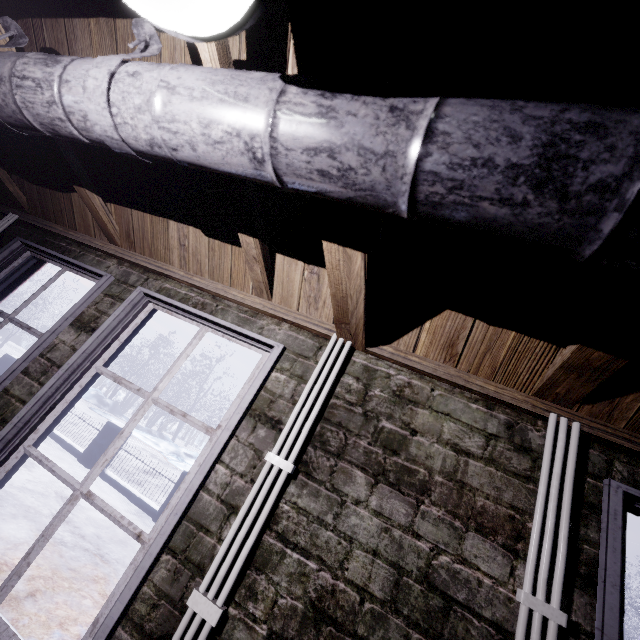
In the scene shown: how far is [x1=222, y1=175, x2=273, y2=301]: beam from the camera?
1.1 meters

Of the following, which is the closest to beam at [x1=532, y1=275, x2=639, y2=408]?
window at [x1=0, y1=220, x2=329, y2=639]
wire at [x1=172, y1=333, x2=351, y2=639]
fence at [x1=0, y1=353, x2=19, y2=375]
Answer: window at [x1=0, y1=220, x2=329, y2=639]

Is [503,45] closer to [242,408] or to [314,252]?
[314,252]

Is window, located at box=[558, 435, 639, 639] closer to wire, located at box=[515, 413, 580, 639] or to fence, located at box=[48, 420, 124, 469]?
wire, located at box=[515, 413, 580, 639]

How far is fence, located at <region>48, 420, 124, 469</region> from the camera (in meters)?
6.64

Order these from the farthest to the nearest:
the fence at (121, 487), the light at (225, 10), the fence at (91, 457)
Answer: the fence at (91, 457), the fence at (121, 487), the light at (225, 10)

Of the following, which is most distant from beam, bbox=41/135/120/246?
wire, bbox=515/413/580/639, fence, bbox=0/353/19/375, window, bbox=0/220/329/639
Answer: fence, bbox=0/353/19/375

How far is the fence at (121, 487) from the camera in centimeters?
584cm
